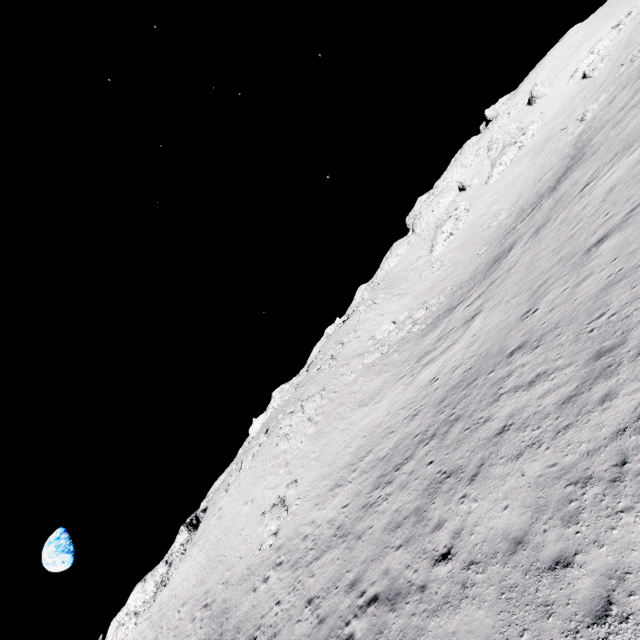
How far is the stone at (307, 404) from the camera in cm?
3373

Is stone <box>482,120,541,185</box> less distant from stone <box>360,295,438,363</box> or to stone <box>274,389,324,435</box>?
stone <box>360,295,438,363</box>

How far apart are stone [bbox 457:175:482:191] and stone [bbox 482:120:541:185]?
2.7m

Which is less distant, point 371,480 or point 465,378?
point 465,378

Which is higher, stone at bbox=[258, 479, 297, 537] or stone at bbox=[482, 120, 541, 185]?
stone at bbox=[482, 120, 541, 185]

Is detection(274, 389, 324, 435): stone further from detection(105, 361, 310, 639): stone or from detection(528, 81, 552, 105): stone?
detection(528, 81, 552, 105): stone

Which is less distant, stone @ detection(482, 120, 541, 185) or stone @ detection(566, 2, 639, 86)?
stone @ detection(566, 2, 639, 86)

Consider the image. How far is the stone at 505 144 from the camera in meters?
49.2
